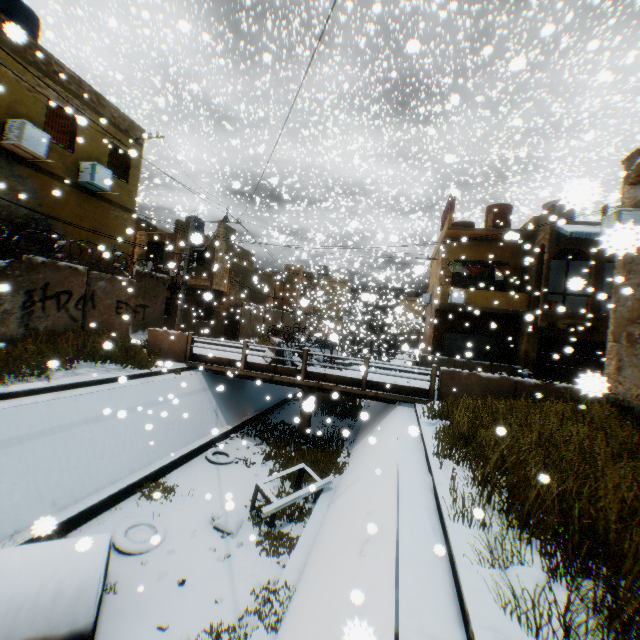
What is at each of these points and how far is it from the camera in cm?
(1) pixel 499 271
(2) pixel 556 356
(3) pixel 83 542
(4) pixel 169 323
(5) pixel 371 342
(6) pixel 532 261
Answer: (1) dryer, 1931
(2) wooden gate, 756
(3) water tank, 208
(4) building, 2578
(5) water pipe, 4472
(6) building, 1862

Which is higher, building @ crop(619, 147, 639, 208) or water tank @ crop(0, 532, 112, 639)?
building @ crop(619, 147, 639, 208)

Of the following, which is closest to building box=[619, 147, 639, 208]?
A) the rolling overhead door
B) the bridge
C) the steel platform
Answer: the rolling overhead door

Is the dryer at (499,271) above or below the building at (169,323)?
above

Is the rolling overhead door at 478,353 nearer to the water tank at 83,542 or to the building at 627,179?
the building at 627,179

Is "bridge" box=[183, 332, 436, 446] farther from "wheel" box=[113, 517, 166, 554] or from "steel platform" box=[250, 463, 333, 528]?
"wheel" box=[113, 517, 166, 554]

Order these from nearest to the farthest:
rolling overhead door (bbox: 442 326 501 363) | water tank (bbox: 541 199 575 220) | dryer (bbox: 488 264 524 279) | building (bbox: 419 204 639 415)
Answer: water tank (bbox: 541 199 575 220) → building (bbox: 419 204 639 415) → dryer (bbox: 488 264 524 279) → rolling overhead door (bbox: 442 326 501 363)

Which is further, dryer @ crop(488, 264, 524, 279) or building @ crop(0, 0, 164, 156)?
dryer @ crop(488, 264, 524, 279)
